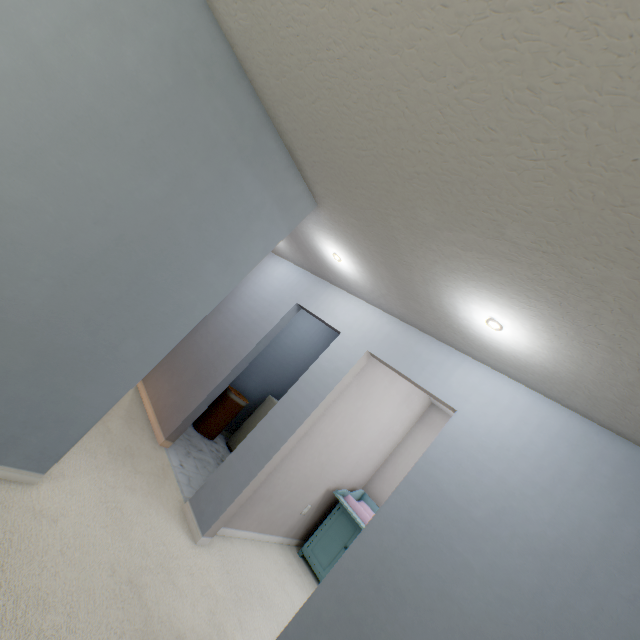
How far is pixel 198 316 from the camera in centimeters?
210cm

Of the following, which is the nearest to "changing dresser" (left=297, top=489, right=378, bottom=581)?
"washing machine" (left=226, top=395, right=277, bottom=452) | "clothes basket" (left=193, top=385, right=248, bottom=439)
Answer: "washing machine" (left=226, top=395, right=277, bottom=452)

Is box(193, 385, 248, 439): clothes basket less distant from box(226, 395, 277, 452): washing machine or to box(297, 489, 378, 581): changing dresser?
box(226, 395, 277, 452): washing machine

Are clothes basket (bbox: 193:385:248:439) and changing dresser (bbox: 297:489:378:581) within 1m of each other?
no

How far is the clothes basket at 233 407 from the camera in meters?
4.4 m

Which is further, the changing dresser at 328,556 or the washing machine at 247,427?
the washing machine at 247,427
